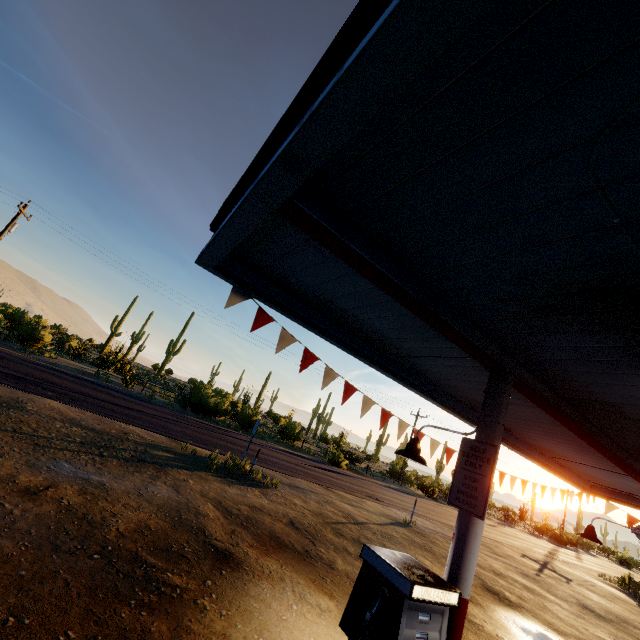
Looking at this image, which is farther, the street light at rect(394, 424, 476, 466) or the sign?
the street light at rect(394, 424, 476, 466)

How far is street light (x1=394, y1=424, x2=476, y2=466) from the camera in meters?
4.4

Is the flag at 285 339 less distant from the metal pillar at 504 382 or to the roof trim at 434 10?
the roof trim at 434 10

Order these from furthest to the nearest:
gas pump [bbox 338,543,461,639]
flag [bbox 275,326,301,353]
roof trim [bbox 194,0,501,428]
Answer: flag [bbox 275,326,301,353] < gas pump [bbox 338,543,461,639] < roof trim [bbox 194,0,501,428]

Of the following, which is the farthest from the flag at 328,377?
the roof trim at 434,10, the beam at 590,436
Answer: the beam at 590,436

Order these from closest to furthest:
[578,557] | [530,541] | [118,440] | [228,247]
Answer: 1. [228,247]
2. [118,440]
3. [530,541]
4. [578,557]

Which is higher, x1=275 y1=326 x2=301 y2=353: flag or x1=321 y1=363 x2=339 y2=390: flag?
x1=275 y1=326 x2=301 y2=353: flag

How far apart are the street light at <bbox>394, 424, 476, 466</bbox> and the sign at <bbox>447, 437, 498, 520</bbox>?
0.18m
